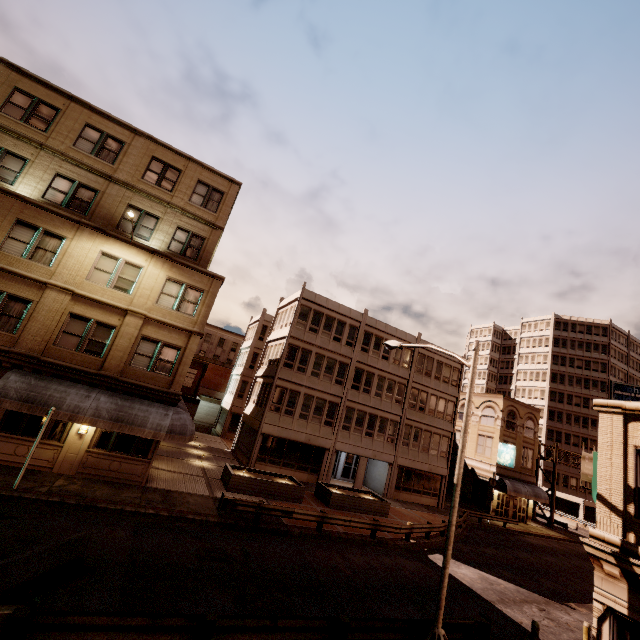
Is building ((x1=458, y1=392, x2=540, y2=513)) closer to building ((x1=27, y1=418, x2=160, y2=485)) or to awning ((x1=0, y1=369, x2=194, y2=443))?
awning ((x1=0, y1=369, x2=194, y2=443))

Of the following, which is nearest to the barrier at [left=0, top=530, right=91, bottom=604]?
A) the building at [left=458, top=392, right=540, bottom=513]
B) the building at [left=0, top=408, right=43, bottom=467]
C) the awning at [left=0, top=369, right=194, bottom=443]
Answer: the awning at [left=0, top=369, right=194, bottom=443]

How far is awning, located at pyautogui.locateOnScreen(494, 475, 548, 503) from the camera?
34.7 meters

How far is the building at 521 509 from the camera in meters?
35.7

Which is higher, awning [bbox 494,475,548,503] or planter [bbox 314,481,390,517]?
awning [bbox 494,475,548,503]

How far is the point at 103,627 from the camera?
6.40m

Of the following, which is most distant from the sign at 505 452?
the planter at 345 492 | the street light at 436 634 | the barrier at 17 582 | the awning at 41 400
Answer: the barrier at 17 582

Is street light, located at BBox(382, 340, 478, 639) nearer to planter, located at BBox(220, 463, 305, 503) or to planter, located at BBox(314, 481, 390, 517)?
planter, located at BBox(220, 463, 305, 503)
